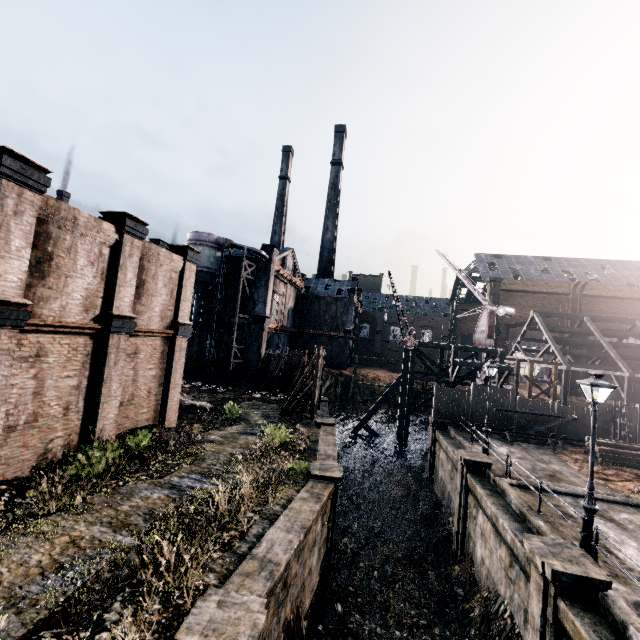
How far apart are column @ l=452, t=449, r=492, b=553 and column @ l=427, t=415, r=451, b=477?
7.5m

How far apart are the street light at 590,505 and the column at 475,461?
6.4 meters

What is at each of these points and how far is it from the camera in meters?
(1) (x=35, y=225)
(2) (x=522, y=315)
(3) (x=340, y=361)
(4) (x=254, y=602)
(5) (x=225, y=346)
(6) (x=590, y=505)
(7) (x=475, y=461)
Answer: (1) building, 10.9
(2) building, 53.7
(3) building, 53.6
(4) column, 7.1
(5) building, 39.1
(6) street light, 10.3
(7) column, 17.0

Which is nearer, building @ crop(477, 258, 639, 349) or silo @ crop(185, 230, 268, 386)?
silo @ crop(185, 230, 268, 386)

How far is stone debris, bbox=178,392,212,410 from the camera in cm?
2372

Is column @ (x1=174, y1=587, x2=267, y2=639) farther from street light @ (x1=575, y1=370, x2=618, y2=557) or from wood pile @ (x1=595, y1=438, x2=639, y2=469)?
wood pile @ (x1=595, y1=438, x2=639, y2=469)

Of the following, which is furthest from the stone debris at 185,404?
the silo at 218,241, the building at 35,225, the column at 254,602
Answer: the column at 254,602

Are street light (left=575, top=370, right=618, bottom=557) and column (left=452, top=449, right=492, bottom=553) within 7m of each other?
yes
